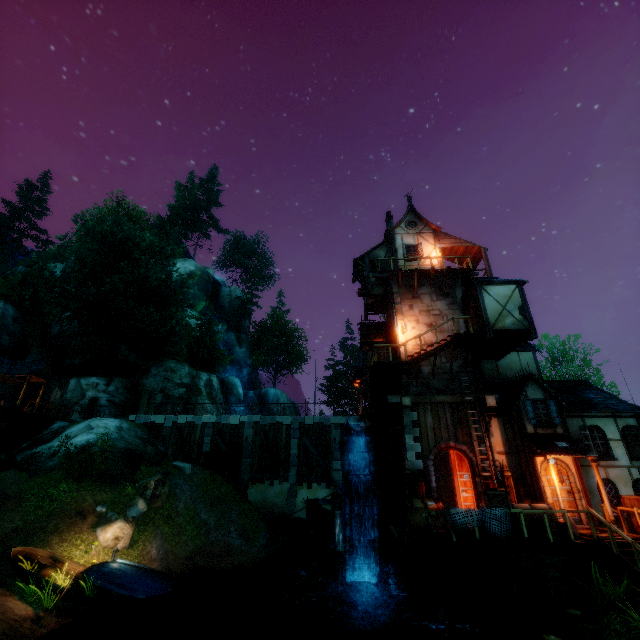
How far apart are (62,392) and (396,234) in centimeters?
3274cm

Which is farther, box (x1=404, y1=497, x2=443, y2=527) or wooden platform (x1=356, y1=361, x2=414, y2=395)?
wooden platform (x1=356, y1=361, x2=414, y2=395)

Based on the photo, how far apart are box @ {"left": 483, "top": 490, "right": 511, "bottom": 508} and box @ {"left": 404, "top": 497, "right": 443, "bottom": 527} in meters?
1.3 m

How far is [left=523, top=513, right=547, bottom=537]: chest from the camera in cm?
1088

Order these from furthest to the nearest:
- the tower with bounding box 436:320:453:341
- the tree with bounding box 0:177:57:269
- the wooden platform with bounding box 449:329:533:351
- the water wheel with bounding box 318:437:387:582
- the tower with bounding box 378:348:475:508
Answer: the tree with bounding box 0:177:57:269 → the tower with bounding box 436:320:453:341 → the wooden platform with bounding box 449:329:533:351 → the tower with bounding box 378:348:475:508 → the water wheel with bounding box 318:437:387:582

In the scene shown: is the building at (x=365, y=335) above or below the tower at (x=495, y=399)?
above

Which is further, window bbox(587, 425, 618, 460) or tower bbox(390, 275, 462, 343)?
tower bbox(390, 275, 462, 343)

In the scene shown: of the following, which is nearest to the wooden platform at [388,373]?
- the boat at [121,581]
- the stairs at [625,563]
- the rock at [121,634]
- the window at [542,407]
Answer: the window at [542,407]
